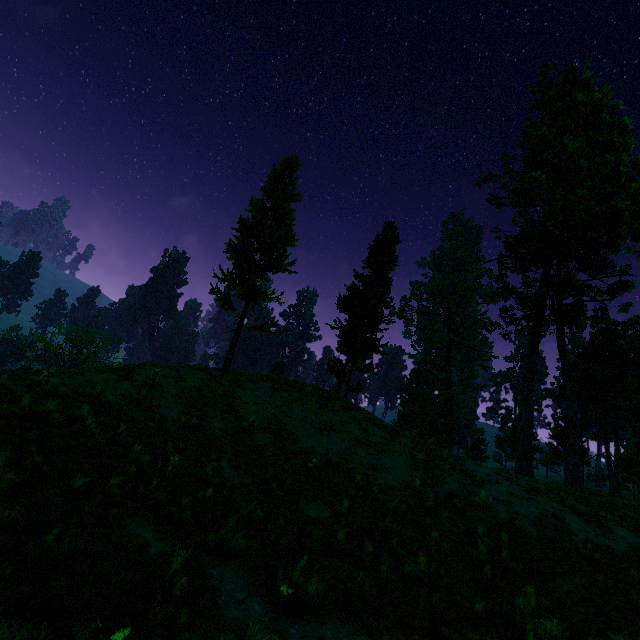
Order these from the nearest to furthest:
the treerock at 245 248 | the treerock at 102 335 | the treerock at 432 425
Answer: the treerock at 102 335, the treerock at 245 248, the treerock at 432 425

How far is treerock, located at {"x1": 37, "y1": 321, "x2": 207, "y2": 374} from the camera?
16.9m

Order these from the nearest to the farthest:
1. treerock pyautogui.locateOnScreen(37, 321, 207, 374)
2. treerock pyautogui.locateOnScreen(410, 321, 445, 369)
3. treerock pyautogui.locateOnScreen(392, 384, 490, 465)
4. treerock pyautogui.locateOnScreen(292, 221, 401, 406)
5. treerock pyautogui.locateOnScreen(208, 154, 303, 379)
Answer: treerock pyautogui.locateOnScreen(37, 321, 207, 374) < treerock pyautogui.locateOnScreen(208, 154, 303, 379) < treerock pyautogui.locateOnScreen(292, 221, 401, 406) < treerock pyautogui.locateOnScreen(392, 384, 490, 465) < treerock pyautogui.locateOnScreen(410, 321, 445, 369)

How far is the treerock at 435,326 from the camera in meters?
55.5 m

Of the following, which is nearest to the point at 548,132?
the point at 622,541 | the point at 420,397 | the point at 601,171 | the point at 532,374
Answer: the point at 601,171

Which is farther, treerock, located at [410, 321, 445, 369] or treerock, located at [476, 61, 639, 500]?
treerock, located at [410, 321, 445, 369]
